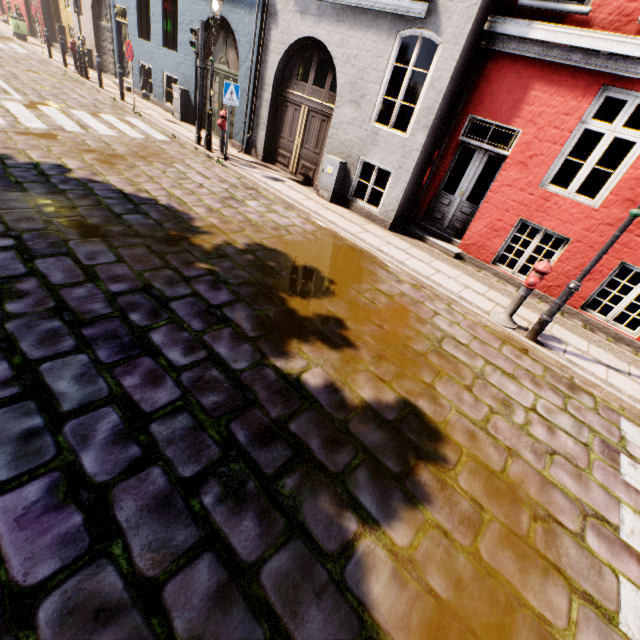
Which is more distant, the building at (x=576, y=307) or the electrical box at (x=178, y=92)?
the electrical box at (x=178, y=92)

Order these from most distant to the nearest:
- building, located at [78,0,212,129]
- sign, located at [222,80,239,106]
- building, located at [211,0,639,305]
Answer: building, located at [78,0,212,129]
sign, located at [222,80,239,106]
building, located at [211,0,639,305]

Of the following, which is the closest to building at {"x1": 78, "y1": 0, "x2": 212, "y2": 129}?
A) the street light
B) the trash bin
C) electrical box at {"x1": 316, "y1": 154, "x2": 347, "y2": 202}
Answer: electrical box at {"x1": 316, "y1": 154, "x2": 347, "y2": 202}

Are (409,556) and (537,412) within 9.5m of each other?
yes

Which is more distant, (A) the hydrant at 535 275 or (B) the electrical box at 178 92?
(B) the electrical box at 178 92

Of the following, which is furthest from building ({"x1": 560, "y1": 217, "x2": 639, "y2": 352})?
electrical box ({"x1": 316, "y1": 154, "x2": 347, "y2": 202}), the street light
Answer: the street light

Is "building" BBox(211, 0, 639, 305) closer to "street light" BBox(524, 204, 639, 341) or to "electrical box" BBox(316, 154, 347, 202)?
"electrical box" BBox(316, 154, 347, 202)

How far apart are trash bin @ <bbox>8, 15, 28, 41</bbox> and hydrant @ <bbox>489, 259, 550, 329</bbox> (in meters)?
28.43
